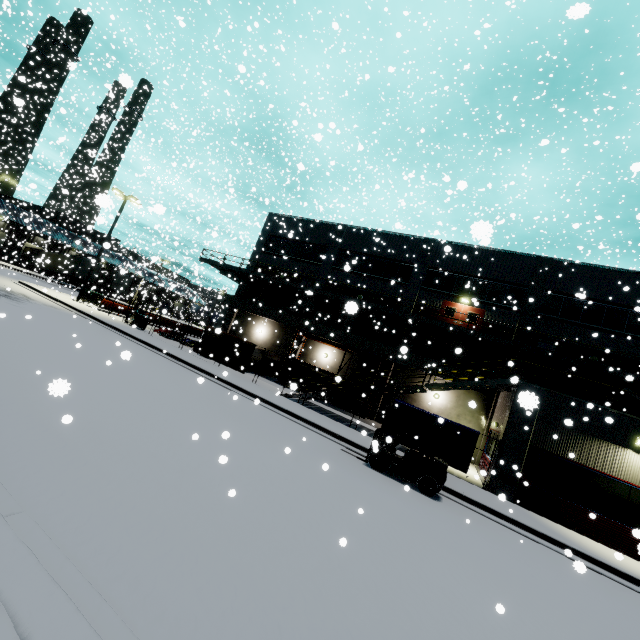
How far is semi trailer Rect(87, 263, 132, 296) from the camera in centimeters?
4414cm

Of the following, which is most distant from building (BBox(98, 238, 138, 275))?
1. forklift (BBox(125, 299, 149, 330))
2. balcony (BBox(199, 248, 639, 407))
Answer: forklift (BBox(125, 299, 149, 330))

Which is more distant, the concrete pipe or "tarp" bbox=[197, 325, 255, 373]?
the concrete pipe

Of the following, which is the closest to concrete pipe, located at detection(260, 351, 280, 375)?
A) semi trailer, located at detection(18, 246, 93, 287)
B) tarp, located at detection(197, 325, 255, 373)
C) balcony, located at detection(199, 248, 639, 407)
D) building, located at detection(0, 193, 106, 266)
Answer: building, located at detection(0, 193, 106, 266)

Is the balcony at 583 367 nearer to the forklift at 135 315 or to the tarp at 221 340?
the tarp at 221 340

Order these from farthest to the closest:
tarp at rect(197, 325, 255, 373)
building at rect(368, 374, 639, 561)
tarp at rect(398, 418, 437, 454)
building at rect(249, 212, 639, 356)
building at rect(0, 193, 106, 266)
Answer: building at rect(0, 193, 106, 266), building at rect(249, 212, 639, 356), tarp at rect(197, 325, 255, 373), tarp at rect(398, 418, 437, 454), building at rect(368, 374, 639, 561)

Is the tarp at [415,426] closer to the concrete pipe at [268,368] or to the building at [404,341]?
the building at [404,341]

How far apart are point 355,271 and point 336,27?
21.1m
